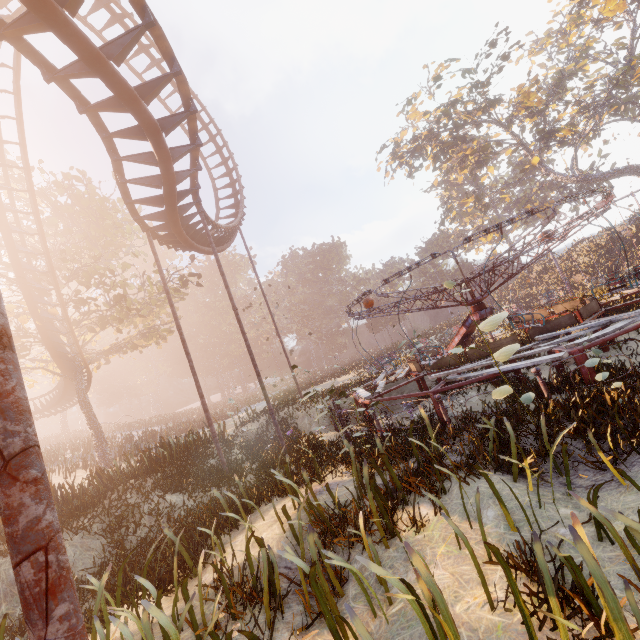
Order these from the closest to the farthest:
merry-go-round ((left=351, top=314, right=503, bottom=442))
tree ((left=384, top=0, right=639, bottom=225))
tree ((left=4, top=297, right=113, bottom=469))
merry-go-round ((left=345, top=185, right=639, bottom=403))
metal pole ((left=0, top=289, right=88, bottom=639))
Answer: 1. metal pole ((left=0, top=289, right=88, bottom=639))
2. merry-go-round ((left=345, top=185, right=639, bottom=403))
3. merry-go-round ((left=351, top=314, right=503, bottom=442))
4. tree ((left=4, top=297, right=113, bottom=469))
5. tree ((left=384, top=0, right=639, bottom=225))

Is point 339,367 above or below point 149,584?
above

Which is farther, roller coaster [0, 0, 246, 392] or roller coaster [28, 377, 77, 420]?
roller coaster [28, 377, 77, 420]

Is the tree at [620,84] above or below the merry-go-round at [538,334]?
above

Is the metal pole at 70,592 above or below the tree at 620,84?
below

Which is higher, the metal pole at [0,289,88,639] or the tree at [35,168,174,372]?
the tree at [35,168,174,372]

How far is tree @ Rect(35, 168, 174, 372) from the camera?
18.4 meters

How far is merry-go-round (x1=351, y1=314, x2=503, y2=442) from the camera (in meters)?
7.81
